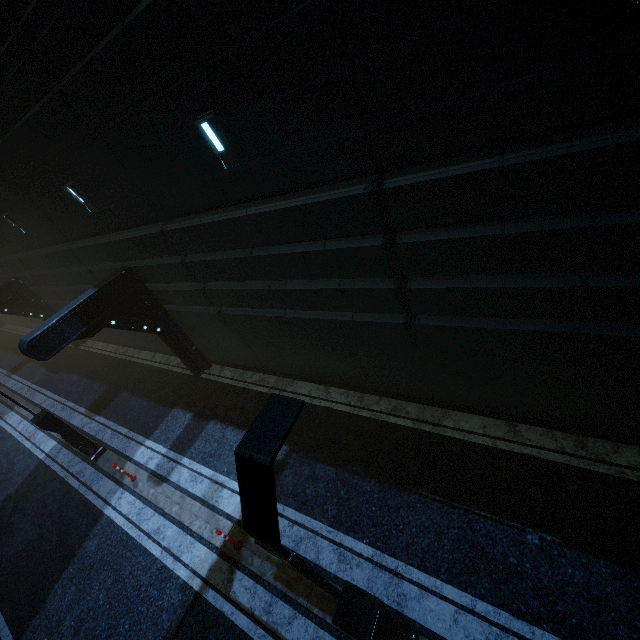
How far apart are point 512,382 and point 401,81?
5.9m

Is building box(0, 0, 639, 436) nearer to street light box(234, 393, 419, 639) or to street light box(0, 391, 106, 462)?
street light box(0, 391, 106, 462)

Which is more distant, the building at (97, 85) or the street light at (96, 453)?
the street light at (96, 453)

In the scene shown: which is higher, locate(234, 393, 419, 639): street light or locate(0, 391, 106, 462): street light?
locate(234, 393, 419, 639): street light

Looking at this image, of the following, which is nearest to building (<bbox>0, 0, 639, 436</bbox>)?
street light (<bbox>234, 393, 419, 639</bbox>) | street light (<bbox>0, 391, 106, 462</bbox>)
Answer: street light (<bbox>0, 391, 106, 462</bbox>)

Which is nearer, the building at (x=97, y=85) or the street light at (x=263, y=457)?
the street light at (x=263, y=457)

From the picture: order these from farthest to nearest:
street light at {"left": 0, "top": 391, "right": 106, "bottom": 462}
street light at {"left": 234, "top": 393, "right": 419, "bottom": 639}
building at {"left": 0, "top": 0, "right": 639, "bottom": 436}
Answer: street light at {"left": 0, "top": 391, "right": 106, "bottom": 462} < building at {"left": 0, "top": 0, "right": 639, "bottom": 436} < street light at {"left": 234, "top": 393, "right": 419, "bottom": 639}
